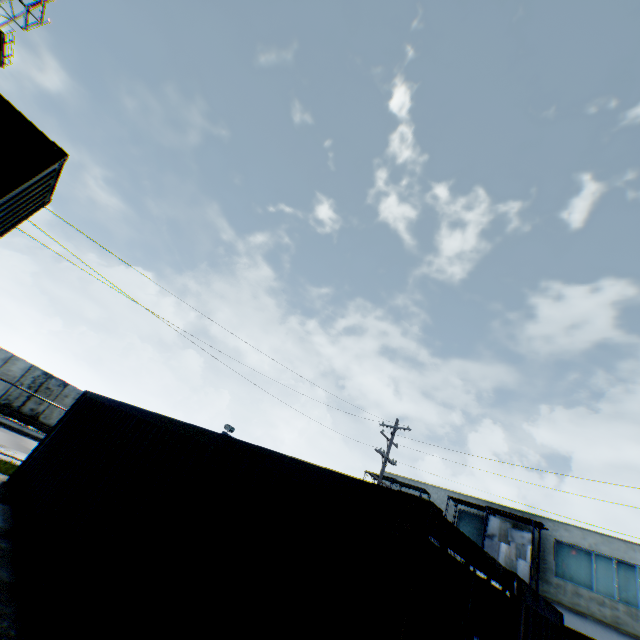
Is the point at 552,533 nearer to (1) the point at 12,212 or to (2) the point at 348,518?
(2) the point at 348,518

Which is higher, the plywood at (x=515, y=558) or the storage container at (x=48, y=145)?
the plywood at (x=515, y=558)

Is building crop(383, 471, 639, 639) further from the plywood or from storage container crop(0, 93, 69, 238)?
storage container crop(0, 93, 69, 238)

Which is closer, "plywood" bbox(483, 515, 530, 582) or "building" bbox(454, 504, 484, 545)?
"plywood" bbox(483, 515, 530, 582)

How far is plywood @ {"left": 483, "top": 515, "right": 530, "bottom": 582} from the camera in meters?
21.7 m

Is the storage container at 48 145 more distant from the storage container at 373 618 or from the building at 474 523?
the building at 474 523
